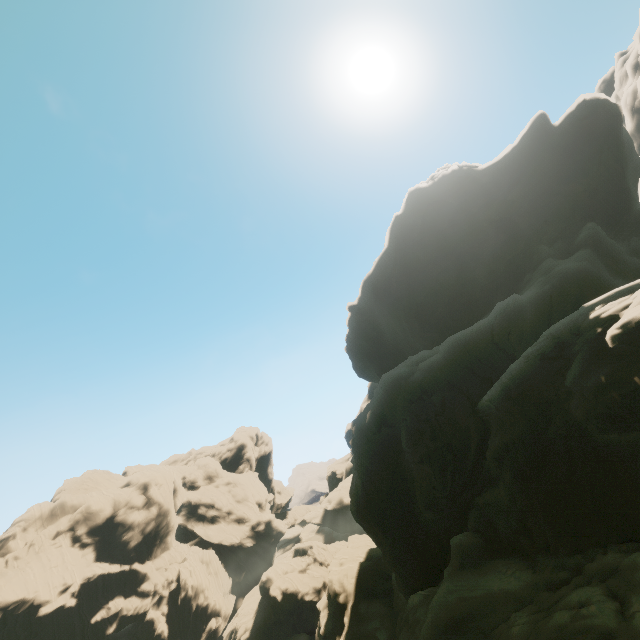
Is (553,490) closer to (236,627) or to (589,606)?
(589,606)

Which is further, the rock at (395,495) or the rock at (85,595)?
the rock at (85,595)

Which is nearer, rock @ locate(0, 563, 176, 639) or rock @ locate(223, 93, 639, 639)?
rock @ locate(223, 93, 639, 639)
